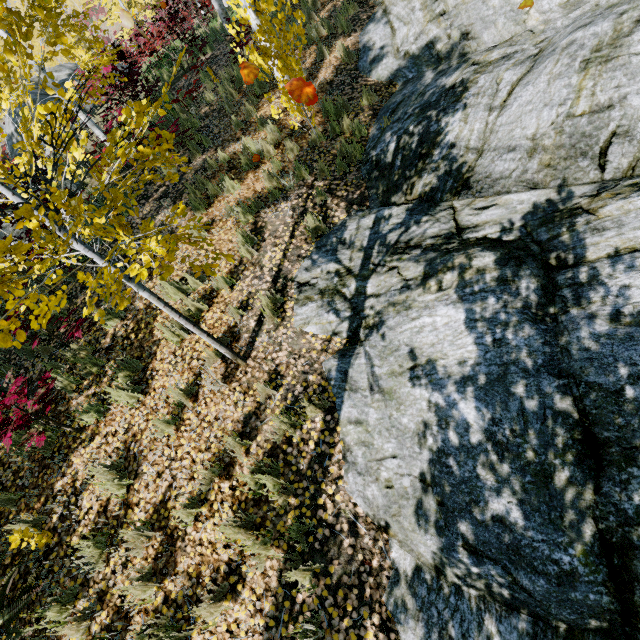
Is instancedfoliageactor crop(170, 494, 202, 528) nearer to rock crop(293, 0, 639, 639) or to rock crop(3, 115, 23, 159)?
rock crop(293, 0, 639, 639)

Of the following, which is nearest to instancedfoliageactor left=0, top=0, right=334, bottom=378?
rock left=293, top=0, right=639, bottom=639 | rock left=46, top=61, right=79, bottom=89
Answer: rock left=293, top=0, right=639, bottom=639

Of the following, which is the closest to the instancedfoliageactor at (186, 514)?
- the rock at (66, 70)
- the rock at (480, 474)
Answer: the rock at (480, 474)

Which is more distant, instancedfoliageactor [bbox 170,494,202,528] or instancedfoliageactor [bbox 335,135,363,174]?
instancedfoliageactor [bbox 335,135,363,174]

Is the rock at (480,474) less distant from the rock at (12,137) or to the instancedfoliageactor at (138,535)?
the instancedfoliageactor at (138,535)

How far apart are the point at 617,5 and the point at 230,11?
14.72m
